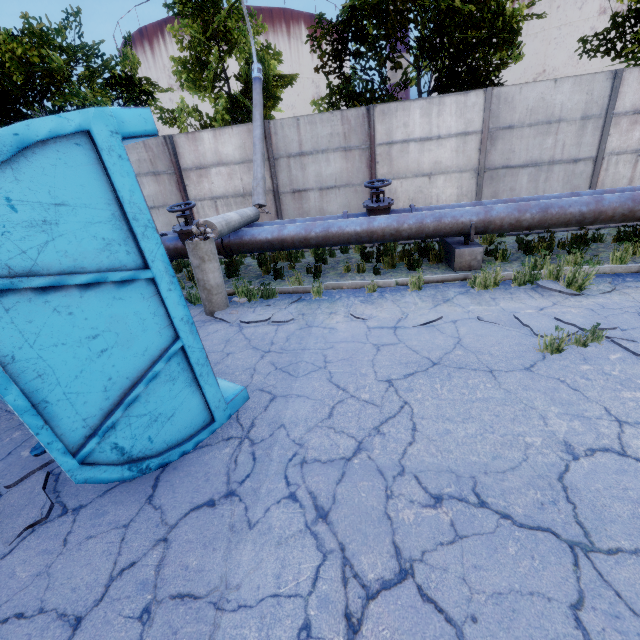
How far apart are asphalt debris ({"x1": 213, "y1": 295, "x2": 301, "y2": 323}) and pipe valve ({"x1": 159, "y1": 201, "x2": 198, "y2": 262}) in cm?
148

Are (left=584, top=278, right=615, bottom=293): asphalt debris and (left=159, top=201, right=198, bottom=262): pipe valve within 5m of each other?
no

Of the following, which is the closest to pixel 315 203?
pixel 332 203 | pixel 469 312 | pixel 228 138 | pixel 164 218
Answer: pixel 332 203

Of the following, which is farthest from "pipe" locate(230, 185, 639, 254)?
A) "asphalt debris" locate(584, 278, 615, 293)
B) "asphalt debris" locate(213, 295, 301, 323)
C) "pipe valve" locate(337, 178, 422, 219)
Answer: "asphalt debris" locate(584, 278, 615, 293)

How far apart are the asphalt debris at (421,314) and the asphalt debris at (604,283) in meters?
2.1

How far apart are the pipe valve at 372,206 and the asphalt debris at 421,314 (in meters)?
2.69

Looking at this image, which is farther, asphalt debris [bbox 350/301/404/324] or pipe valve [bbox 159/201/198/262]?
pipe valve [bbox 159/201/198/262]

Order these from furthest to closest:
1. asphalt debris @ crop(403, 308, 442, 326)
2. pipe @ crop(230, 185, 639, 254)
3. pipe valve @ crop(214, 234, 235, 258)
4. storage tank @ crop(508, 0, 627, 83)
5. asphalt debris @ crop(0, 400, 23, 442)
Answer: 1. storage tank @ crop(508, 0, 627, 83)
2. pipe valve @ crop(214, 234, 235, 258)
3. pipe @ crop(230, 185, 639, 254)
4. asphalt debris @ crop(403, 308, 442, 326)
5. asphalt debris @ crop(0, 400, 23, 442)
